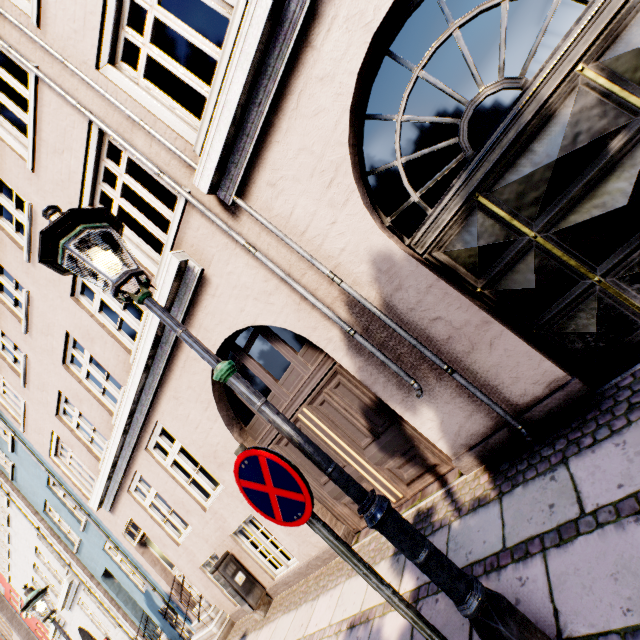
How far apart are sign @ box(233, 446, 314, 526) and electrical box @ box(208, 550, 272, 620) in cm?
553

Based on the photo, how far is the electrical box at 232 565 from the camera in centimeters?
594cm

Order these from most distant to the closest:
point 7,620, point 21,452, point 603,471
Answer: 1. point 7,620
2. point 21,452
3. point 603,471

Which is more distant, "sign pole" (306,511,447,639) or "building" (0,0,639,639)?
"building" (0,0,639,639)

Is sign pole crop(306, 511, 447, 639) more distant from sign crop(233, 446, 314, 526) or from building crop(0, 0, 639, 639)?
building crop(0, 0, 639, 639)

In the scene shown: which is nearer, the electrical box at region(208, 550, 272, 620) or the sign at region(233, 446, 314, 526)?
the sign at region(233, 446, 314, 526)

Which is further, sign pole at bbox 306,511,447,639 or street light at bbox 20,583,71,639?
street light at bbox 20,583,71,639

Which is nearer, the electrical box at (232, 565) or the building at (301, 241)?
the building at (301, 241)
